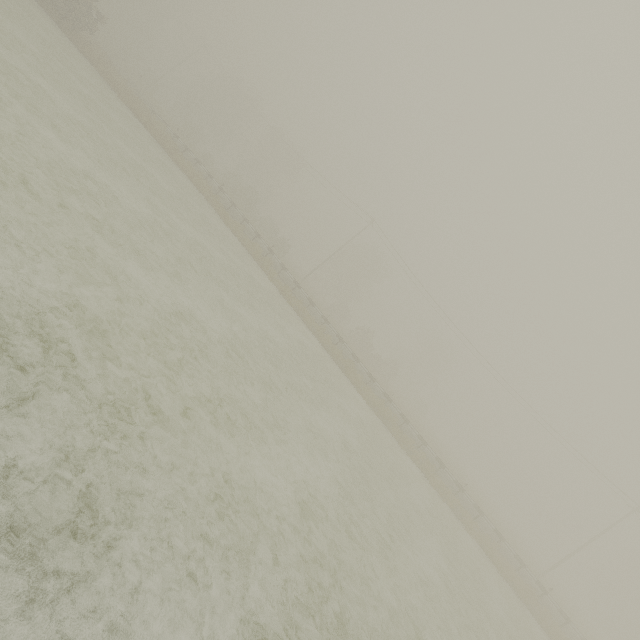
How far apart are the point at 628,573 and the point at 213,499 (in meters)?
77.73

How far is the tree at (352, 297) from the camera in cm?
4931

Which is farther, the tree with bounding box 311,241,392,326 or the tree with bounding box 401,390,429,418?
the tree with bounding box 401,390,429,418

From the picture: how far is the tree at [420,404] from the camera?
52.6m

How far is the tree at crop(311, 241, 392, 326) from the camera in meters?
49.3

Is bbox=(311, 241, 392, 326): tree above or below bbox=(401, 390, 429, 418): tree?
above

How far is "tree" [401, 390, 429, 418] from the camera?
52.6 meters
